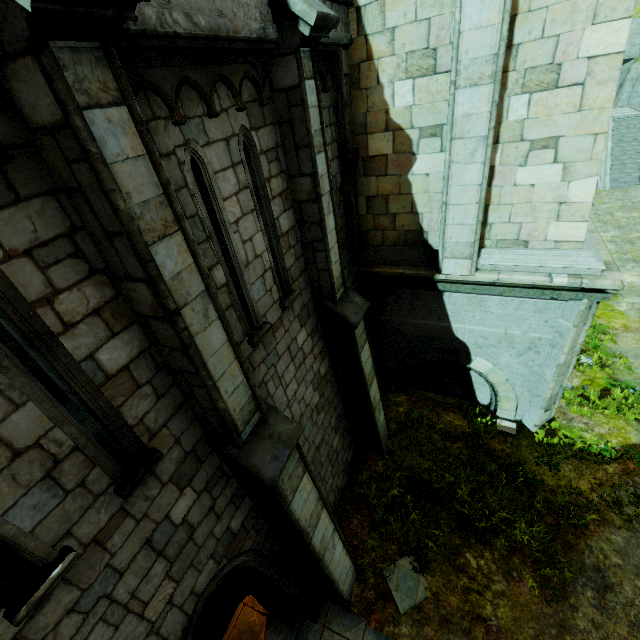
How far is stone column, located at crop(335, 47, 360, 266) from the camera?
6.12m

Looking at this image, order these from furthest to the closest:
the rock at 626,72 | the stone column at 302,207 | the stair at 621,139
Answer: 1. the rock at 626,72
2. the stair at 621,139
3. the stone column at 302,207

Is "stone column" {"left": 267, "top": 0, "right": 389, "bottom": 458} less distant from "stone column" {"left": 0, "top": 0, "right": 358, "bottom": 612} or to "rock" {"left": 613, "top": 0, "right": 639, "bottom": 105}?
"stone column" {"left": 0, "top": 0, "right": 358, "bottom": 612}

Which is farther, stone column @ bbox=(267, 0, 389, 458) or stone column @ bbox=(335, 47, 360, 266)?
stone column @ bbox=(335, 47, 360, 266)

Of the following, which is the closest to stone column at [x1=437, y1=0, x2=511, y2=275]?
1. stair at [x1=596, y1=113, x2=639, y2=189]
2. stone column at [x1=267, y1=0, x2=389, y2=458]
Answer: stone column at [x1=267, y1=0, x2=389, y2=458]

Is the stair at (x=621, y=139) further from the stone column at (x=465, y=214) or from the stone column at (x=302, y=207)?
the stone column at (x=302, y=207)

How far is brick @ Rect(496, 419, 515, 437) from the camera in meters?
8.8 m

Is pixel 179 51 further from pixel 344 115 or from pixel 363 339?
pixel 363 339
